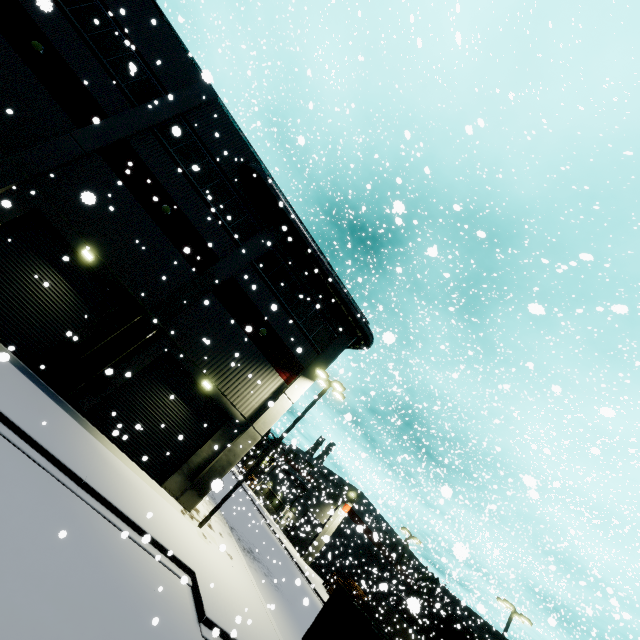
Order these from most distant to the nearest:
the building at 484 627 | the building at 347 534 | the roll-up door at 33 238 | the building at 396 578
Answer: the building at 484 627 → the building at 347 534 → the building at 396 578 → the roll-up door at 33 238

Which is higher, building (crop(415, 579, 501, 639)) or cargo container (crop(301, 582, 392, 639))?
building (crop(415, 579, 501, 639))

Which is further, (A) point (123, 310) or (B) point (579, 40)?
(B) point (579, 40)

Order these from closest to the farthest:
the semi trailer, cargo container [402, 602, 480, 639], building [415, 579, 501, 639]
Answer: the semi trailer, cargo container [402, 602, 480, 639], building [415, 579, 501, 639]

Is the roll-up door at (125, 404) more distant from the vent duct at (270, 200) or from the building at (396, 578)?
the vent duct at (270, 200)

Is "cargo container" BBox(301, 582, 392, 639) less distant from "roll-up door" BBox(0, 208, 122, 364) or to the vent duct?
"roll-up door" BBox(0, 208, 122, 364)

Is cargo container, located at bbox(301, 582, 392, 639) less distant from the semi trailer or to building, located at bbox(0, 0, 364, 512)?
the semi trailer

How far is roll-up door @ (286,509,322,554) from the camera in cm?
2683
